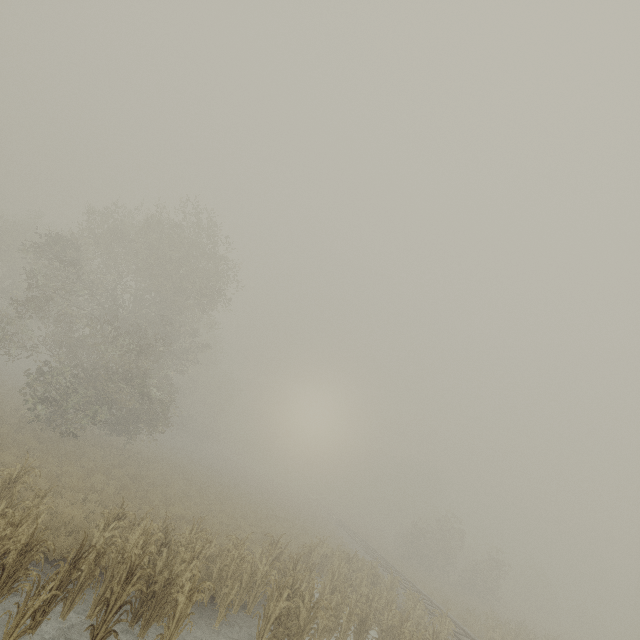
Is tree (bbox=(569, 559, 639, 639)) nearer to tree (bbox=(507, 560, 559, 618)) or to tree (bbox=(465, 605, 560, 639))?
tree (bbox=(507, 560, 559, 618))

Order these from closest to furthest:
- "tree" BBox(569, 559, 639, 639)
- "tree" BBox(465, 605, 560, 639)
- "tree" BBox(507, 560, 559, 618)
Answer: "tree" BBox(465, 605, 560, 639) → "tree" BBox(569, 559, 639, 639) → "tree" BBox(507, 560, 559, 618)

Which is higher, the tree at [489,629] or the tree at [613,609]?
the tree at [613,609]

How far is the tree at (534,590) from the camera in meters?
50.2

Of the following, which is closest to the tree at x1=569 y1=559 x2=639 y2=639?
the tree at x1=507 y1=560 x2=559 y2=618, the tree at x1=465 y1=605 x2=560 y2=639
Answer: the tree at x1=507 y1=560 x2=559 y2=618

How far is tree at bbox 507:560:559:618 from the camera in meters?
50.2

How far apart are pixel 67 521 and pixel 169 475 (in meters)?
16.18
